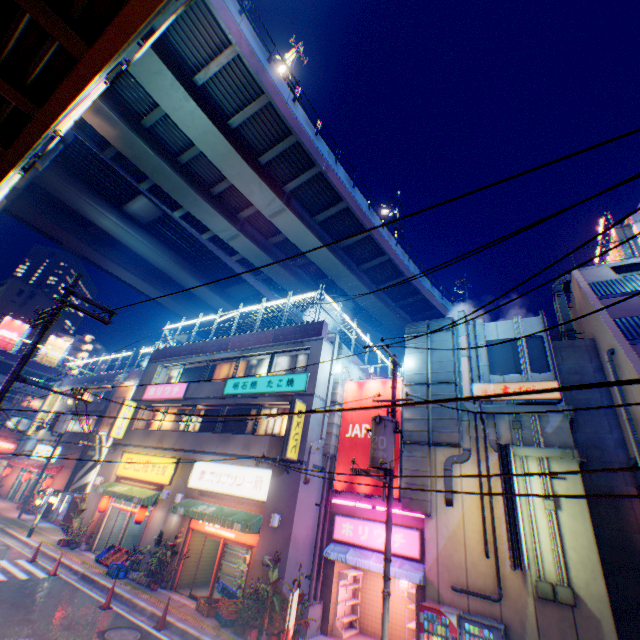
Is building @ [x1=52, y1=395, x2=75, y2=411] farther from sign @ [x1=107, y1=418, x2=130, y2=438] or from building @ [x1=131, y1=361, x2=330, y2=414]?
sign @ [x1=107, y1=418, x2=130, y2=438]

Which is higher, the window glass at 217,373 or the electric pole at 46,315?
the window glass at 217,373

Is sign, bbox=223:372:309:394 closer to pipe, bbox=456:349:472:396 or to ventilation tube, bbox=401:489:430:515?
ventilation tube, bbox=401:489:430:515

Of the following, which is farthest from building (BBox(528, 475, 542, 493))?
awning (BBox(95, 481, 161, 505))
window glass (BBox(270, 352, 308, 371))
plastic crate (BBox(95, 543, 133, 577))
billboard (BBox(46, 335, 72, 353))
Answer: billboard (BBox(46, 335, 72, 353))

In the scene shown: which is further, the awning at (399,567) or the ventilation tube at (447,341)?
the ventilation tube at (447,341)

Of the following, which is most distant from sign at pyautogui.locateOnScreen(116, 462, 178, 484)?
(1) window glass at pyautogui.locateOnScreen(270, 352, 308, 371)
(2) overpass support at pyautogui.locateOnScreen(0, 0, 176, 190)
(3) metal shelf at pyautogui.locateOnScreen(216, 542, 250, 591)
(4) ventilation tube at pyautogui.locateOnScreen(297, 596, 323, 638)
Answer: (2) overpass support at pyautogui.locateOnScreen(0, 0, 176, 190)

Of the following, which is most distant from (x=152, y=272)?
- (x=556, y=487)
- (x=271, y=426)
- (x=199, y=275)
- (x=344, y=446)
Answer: (x=556, y=487)

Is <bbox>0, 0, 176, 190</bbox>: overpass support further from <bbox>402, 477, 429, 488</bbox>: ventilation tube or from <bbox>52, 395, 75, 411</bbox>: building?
<bbox>402, 477, 429, 488</bbox>: ventilation tube
